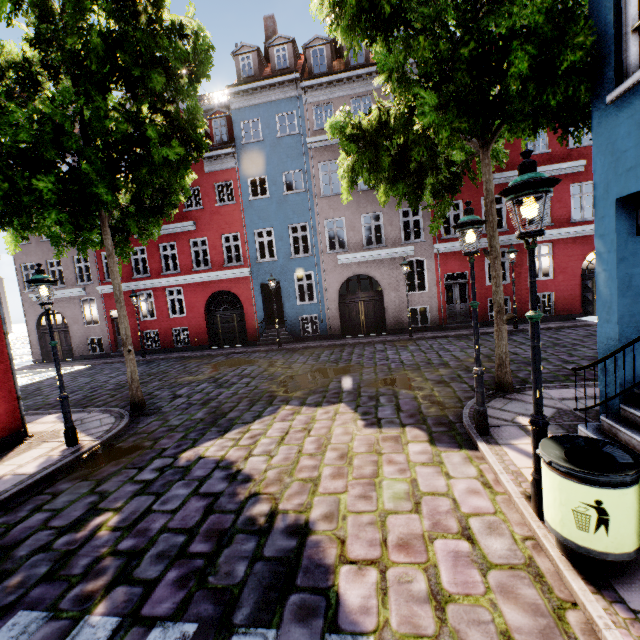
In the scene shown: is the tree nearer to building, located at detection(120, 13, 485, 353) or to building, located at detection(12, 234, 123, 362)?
building, located at detection(12, 234, 123, 362)

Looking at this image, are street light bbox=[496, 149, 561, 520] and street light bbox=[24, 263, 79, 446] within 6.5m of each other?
no

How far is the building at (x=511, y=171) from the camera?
15.6 meters

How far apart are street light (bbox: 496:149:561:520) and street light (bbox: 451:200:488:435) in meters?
1.5 m

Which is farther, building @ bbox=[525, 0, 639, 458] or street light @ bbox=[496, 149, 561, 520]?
building @ bbox=[525, 0, 639, 458]

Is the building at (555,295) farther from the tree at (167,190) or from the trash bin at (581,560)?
the tree at (167,190)

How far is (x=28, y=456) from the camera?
6.6 meters

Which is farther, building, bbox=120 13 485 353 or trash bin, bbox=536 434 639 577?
building, bbox=120 13 485 353
